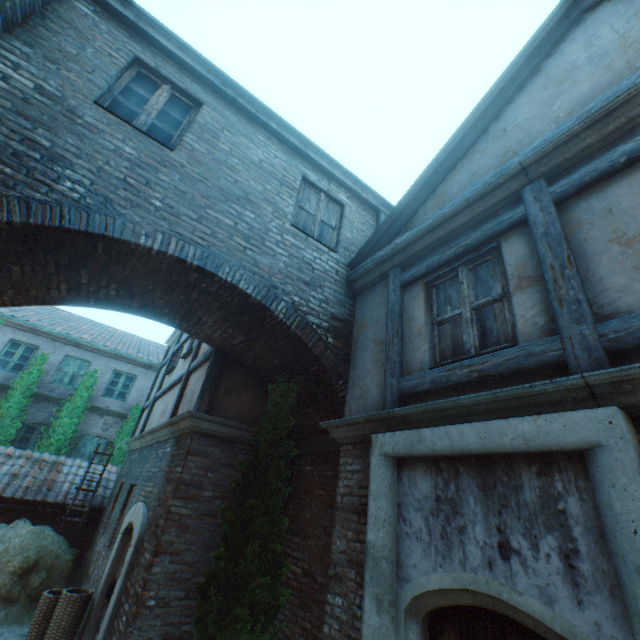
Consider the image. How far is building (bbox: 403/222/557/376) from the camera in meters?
3.1

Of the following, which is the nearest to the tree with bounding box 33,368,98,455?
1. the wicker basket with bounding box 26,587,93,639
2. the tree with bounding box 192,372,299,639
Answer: the wicker basket with bounding box 26,587,93,639

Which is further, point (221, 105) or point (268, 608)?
point (221, 105)

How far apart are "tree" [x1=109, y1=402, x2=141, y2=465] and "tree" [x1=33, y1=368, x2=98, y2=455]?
1.4 meters

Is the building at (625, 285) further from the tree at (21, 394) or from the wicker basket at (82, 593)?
the tree at (21, 394)

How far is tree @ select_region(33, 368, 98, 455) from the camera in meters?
12.4

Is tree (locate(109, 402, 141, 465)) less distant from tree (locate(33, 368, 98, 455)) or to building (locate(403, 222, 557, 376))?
tree (locate(33, 368, 98, 455))

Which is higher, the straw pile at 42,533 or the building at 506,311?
the building at 506,311
